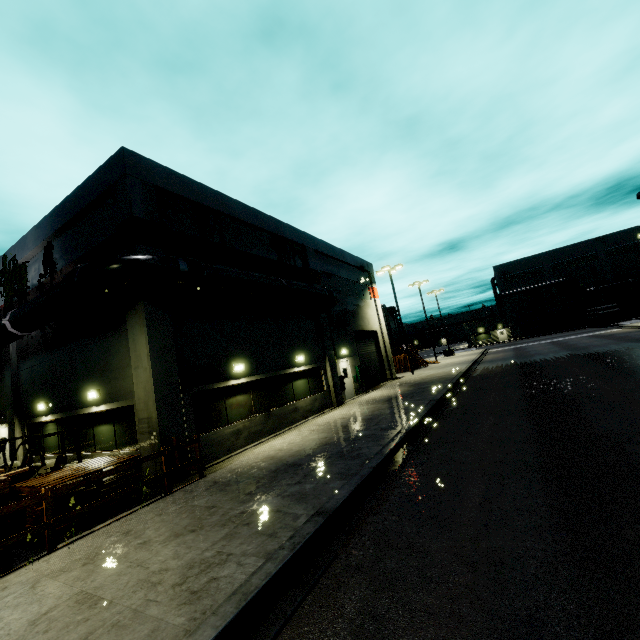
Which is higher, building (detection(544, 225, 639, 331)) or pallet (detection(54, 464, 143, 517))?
building (detection(544, 225, 639, 331))

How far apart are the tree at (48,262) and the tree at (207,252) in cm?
577

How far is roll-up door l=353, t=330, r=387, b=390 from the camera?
24.7m

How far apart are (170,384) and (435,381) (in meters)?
16.28

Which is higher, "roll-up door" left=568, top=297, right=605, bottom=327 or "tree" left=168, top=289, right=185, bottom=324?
"tree" left=168, top=289, right=185, bottom=324

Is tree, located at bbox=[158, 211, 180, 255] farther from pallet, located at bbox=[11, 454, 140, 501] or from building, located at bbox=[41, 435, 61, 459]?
pallet, located at bbox=[11, 454, 140, 501]

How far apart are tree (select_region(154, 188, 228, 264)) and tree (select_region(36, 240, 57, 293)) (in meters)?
5.77

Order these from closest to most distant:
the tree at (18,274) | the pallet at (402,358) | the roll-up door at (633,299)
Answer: the tree at (18,274), the pallet at (402,358), the roll-up door at (633,299)
